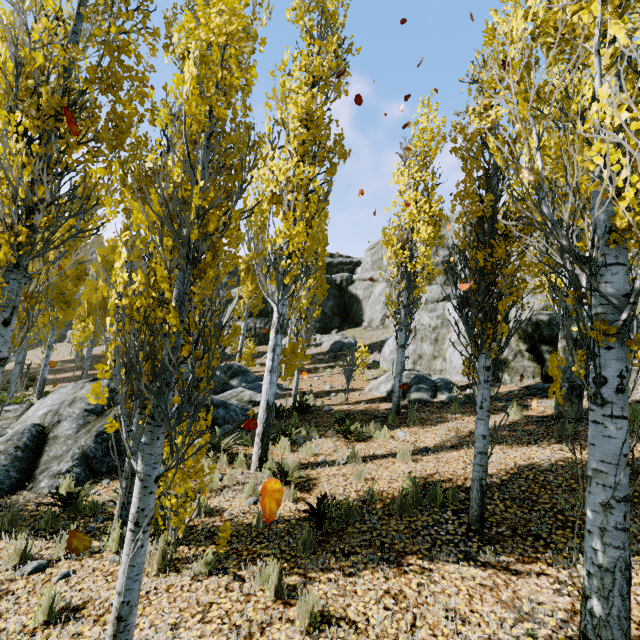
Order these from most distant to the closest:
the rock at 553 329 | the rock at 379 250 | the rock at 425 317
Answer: the rock at 379 250 < the rock at 425 317 < the rock at 553 329

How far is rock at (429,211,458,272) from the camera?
28.59m

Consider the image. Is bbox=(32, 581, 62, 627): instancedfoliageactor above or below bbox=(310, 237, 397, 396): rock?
below

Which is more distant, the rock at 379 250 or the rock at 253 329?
the rock at 253 329

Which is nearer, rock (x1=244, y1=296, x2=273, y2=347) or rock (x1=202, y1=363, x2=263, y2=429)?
rock (x1=202, y1=363, x2=263, y2=429)

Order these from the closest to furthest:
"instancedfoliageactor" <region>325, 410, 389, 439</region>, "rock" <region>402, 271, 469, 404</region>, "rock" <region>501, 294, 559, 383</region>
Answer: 1. "instancedfoliageactor" <region>325, 410, 389, 439</region>
2. "rock" <region>501, 294, 559, 383</region>
3. "rock" <region>402, 271, 469, 404</region>

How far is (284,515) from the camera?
5.21m

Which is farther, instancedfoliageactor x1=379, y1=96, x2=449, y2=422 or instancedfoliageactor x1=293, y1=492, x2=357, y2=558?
instancedfoliageactor x1=379, y1=96, x2=449, y2=422
